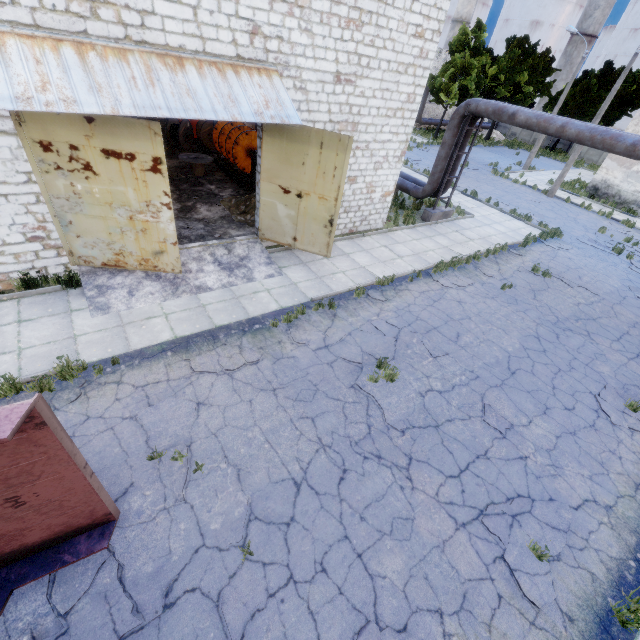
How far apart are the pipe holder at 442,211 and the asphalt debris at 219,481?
14.8m

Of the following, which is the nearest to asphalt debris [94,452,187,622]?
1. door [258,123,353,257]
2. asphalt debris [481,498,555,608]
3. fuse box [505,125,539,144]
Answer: asphalt debris [481,498,555,608]

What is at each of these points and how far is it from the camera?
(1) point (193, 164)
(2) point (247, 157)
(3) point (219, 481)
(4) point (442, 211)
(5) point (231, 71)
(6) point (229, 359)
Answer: (1) wire spool, 15.1 meters
(2) cable machine, 15.8 meters
(3) asphalt debris, 5.6 meters
(4) pipe holder, 16.4 meters
(5) awning, 7.9 meters
(6) asphalt debris, 7.7 meters

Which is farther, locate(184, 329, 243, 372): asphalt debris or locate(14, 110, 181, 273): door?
locate(184, 329, 243, 372): asphalt debris

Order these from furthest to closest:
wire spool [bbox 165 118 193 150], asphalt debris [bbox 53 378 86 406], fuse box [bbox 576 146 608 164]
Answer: fuse box [bbox 576 146 608 164] < wire spool [bbox 165 118 193 150] < asphalt debris [bbox 53 378 86 406]

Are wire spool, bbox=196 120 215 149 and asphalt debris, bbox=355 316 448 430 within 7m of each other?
no

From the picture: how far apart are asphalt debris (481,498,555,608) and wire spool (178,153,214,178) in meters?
16.3 m

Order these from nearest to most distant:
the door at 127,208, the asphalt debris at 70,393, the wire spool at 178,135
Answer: the asphalt debris at 70,393, the door at 127,208, the wire spool at 178,135
